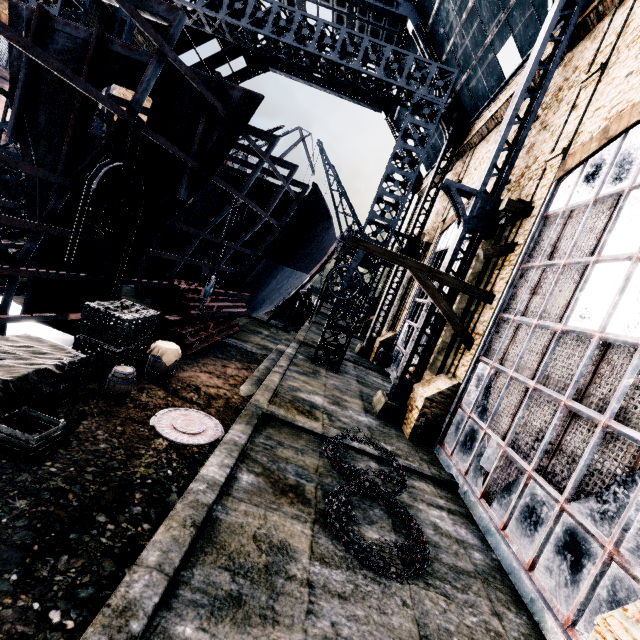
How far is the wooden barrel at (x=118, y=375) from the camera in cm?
781

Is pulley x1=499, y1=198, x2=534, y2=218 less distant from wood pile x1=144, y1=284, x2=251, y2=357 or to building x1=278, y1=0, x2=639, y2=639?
building x1=278, y1=0, x2=639, y2=639

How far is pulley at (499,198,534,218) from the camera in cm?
1145

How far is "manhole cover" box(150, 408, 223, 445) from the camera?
7.5m

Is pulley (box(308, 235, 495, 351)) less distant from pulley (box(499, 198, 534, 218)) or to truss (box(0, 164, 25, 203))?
pulley (box(499, 198, 534, 218))

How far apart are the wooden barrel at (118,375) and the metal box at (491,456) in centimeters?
975cm

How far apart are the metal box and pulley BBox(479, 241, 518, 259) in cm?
634

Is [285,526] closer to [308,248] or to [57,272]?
[57,272]
